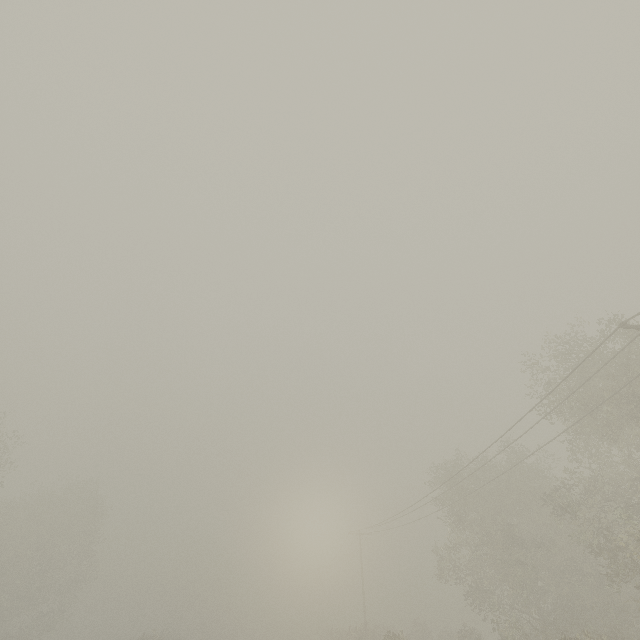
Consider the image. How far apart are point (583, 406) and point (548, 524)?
16.12m

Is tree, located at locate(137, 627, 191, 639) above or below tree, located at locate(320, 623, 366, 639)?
above

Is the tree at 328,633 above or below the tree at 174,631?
below

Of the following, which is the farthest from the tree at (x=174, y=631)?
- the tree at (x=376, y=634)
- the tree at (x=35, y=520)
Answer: the tree at (x=376, y=634)

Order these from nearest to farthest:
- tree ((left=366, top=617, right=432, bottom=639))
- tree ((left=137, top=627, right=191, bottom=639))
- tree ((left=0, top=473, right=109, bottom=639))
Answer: tree ((left=366, top=617, right=432, bottom=639)), tree ((left=137, top=627, right=191, bottom=639)), tree ((left=0, top=473, right=109, bottom=639))

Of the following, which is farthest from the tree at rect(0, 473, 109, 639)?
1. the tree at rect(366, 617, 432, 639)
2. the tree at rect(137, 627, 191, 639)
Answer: the tree at rect(137, 627, 191, 639)

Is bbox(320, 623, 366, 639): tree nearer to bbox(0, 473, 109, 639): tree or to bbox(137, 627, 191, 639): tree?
bbox(0, 473, 109, 639): tree
